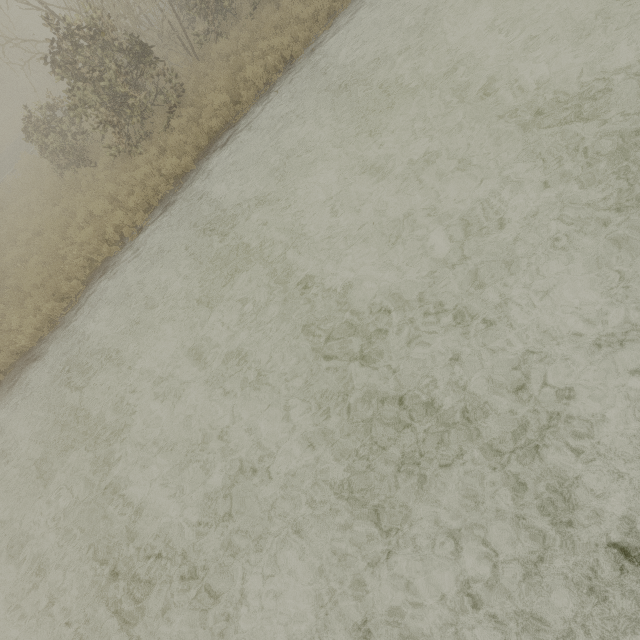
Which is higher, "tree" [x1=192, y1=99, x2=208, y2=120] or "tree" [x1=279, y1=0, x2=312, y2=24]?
"tree" [x1=279, y1=0, x2=312, y2=24]

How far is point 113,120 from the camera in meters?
10.5

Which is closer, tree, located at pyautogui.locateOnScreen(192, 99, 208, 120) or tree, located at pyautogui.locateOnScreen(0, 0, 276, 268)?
tree, located at pyautogui.locateOnScreen(0, 0, 276, 268)

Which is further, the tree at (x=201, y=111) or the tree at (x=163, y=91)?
the tree at (x=201, y=111)

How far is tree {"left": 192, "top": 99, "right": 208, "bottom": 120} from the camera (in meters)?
10.35

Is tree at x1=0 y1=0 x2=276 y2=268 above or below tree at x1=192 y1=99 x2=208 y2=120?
above
